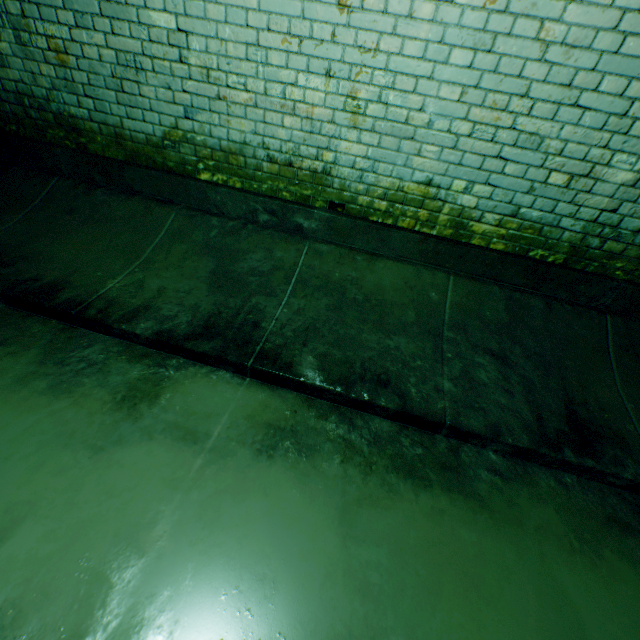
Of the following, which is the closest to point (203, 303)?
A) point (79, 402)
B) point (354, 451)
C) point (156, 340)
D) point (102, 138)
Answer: point (156, 340)
